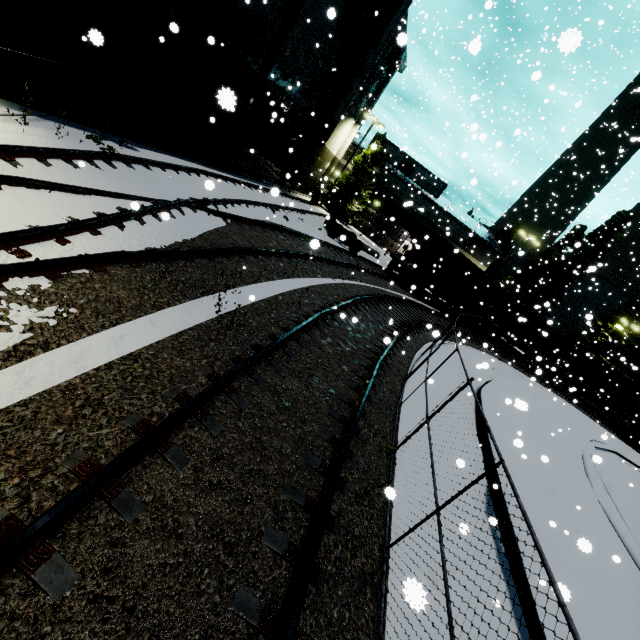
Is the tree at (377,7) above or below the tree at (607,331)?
above

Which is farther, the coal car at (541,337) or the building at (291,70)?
the coal car at (541,337)

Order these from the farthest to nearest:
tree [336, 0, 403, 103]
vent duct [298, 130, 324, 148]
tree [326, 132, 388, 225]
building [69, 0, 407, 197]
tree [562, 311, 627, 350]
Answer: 1. tree [562, 311, 627, 350]
2. tree [326, 132, 388, 225]
3. vent duct [298, 130, 324, 148]
4. tree [336, 0, 403, 103]
5. building [69, 0, 407, 197]

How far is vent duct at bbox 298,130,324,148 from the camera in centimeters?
2462cm

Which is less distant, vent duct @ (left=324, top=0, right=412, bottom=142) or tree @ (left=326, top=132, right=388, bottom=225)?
vent duct @ (left=324, top=0, right=412, bottom=142)

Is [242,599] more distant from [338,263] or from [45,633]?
[338,263]

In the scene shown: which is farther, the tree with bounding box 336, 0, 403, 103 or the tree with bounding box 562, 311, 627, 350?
the tree with bounding box 562, 311, 627, 350
